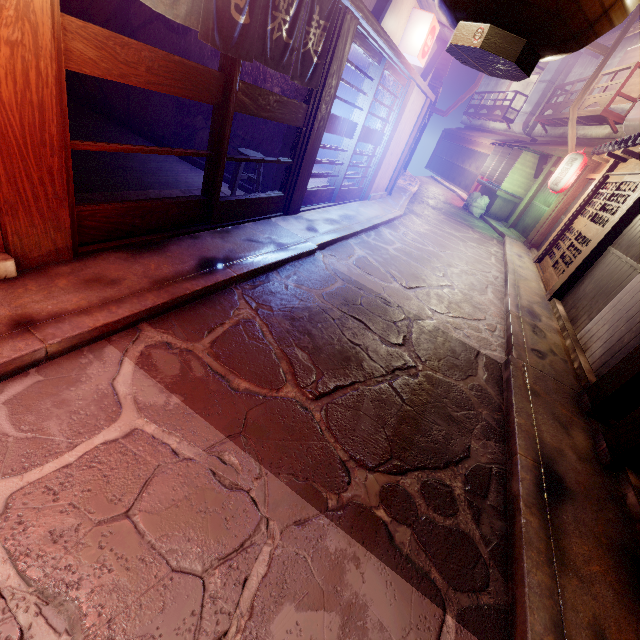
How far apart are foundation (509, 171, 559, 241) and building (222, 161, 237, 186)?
21.9m

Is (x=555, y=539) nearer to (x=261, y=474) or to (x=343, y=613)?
(x=343, y=613)

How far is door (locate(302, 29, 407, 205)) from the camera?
10.1 meters

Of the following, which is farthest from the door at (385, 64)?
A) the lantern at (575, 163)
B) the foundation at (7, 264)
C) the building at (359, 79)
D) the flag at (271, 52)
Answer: the lantern at (575, 163)

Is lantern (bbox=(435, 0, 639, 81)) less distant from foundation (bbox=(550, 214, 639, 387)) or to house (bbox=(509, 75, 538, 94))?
foundation (bbox=(550, 214, 639, 387))

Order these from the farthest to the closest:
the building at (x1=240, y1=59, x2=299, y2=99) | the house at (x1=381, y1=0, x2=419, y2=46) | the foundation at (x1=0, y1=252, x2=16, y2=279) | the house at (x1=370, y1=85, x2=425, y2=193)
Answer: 1. the house at (x1=370, y1=85, x2=425, y2=193)
2. the house at (x1=381, y1=0, x2=419, y2=46)
3. the building at (x1=240, y1=59, x2=299, y2=99)
4. the foundation at (x1=0, y1=252, x2=16, y2=279)

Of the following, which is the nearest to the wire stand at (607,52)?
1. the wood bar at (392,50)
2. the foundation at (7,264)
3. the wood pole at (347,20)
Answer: the wood bar at (392,50)

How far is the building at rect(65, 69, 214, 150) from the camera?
10.6m
